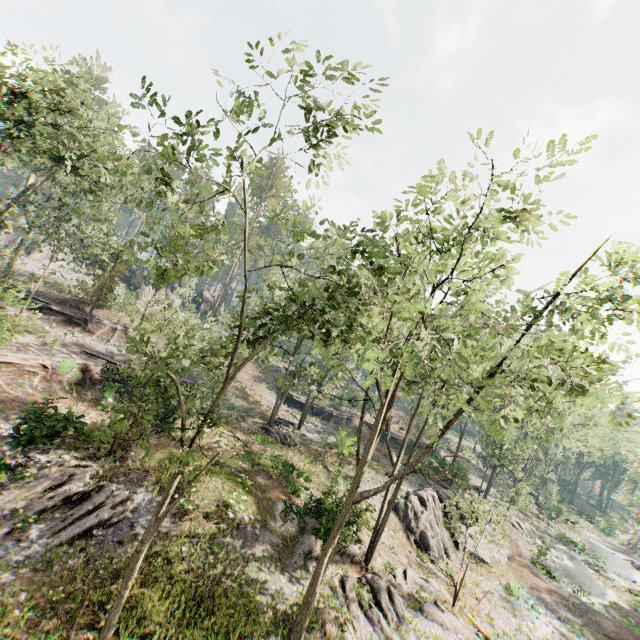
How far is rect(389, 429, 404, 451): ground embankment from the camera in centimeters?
4484cm

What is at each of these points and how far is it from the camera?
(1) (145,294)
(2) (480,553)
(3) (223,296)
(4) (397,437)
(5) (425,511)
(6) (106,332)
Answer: (1) rock, 51.3 meters
(2) rock, 27.4 meters
(3) foliage, 59.2 meters
(4) ground embankment, 45.8 meters
(5) rock, 25.5 meters
(6) ground embankment, 33.5 meters

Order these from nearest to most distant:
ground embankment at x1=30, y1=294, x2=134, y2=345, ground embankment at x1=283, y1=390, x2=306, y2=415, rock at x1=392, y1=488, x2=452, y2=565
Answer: rock at x1=392, y1=488, x2=452, y2=565 → ground embankment at x1=30, y1=294, x2=134, y2=345 → ground embankment at x1=283, y1=390, x2=306, y2=415

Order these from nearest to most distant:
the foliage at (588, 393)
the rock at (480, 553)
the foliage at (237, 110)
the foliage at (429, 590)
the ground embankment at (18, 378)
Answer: the foliage at (237, 110) < the foliage at (588, 393) < the foliage at (429, 590) < the ground embankment at (18, 378) < the rock at (480, 553)

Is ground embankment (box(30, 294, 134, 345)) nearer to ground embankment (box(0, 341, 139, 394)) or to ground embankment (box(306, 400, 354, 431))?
ground embankment (box(0, 341, 139, 394))

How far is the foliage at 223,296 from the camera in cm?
2011

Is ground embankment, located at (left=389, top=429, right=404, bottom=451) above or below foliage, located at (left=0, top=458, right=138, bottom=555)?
above

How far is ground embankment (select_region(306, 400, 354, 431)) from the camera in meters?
43.2
